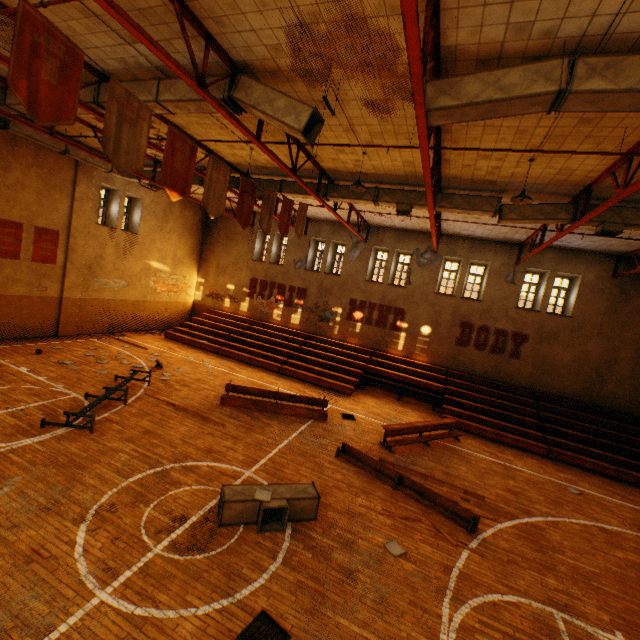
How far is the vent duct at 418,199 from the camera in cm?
1113

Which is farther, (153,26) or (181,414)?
(181,414)

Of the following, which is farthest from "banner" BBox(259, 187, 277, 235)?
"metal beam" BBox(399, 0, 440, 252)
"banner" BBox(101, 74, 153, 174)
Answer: "metal beam" BBox(399, 0, 440, 252)

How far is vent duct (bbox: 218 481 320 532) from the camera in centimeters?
622cm

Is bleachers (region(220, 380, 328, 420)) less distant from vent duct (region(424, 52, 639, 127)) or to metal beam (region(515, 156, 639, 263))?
vent duct (region(424, 52, 639, 127))

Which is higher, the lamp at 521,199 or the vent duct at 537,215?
the vent duct at 537,215

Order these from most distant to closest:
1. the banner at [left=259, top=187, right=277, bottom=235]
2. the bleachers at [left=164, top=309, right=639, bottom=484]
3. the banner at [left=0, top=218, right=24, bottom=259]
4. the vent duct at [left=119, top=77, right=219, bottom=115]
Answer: the banner at [left=0, top=218, right=24, bottom=259] → the bleachers at [left=164, top=309, right=639, bottom=484] → the banner at [left=259, top=187, right=277, bottom=235] → the vent duct at [left=119, top=77, right=219, bottom=115]

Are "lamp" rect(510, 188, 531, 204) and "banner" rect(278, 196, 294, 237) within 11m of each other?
yes
